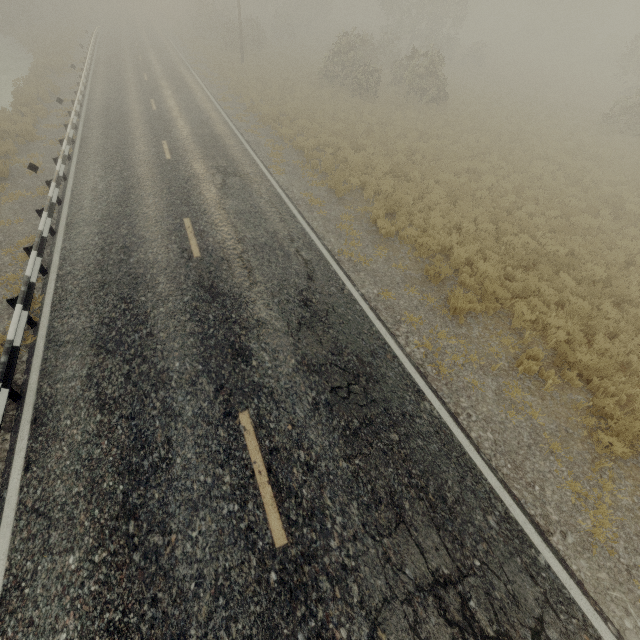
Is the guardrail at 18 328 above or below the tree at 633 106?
below

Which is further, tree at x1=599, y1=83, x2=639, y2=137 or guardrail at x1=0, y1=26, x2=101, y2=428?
tree at x1=599, y1=83, x2=639, y2=137

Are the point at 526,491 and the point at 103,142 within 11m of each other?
no

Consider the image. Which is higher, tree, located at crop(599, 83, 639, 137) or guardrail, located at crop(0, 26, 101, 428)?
tree, located at crop(599, 83, 639, 137)

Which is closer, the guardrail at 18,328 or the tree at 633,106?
the guardrail at 18,328
